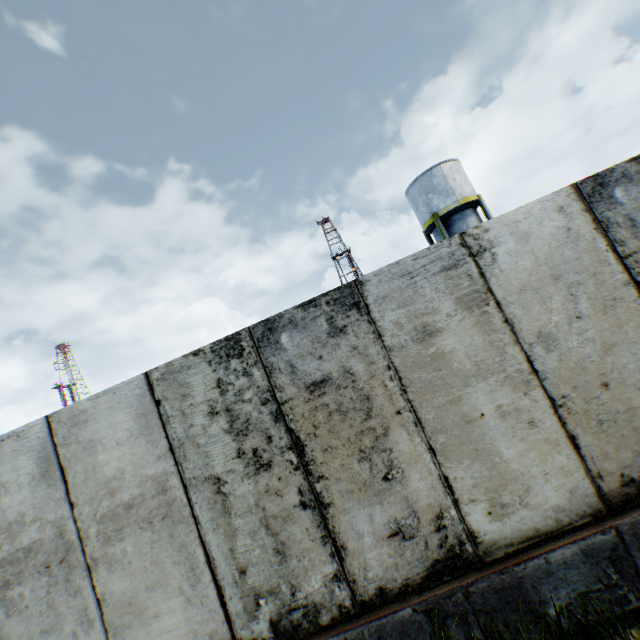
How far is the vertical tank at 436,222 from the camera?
21.1 meters

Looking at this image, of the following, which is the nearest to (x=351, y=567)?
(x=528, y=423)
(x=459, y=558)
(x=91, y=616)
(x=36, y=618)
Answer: (x=459, y=558)

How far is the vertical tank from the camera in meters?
21.1 m
